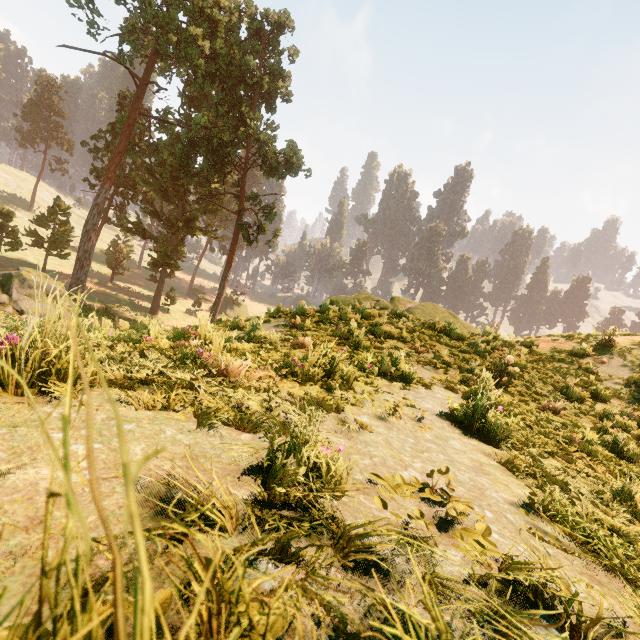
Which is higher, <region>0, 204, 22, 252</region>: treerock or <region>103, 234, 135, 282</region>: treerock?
<region>0, 204, 22, 252</region>: treerock

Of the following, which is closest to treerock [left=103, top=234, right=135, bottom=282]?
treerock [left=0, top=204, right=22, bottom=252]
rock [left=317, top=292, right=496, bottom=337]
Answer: treerock [left=0, top=204, right=22, bottom=252]

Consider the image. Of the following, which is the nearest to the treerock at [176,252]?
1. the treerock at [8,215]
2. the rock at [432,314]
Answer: the treerock at [8,215]

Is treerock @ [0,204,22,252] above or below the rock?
below

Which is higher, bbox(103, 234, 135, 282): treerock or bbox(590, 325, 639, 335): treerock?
bbox(590, 325, 639, 335): treerock

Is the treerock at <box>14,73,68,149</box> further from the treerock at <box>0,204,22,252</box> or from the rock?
the rock

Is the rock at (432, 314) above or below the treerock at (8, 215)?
above

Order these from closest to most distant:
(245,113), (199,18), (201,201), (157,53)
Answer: (199,18)
(245,113)
(157,53)
(201,201)
